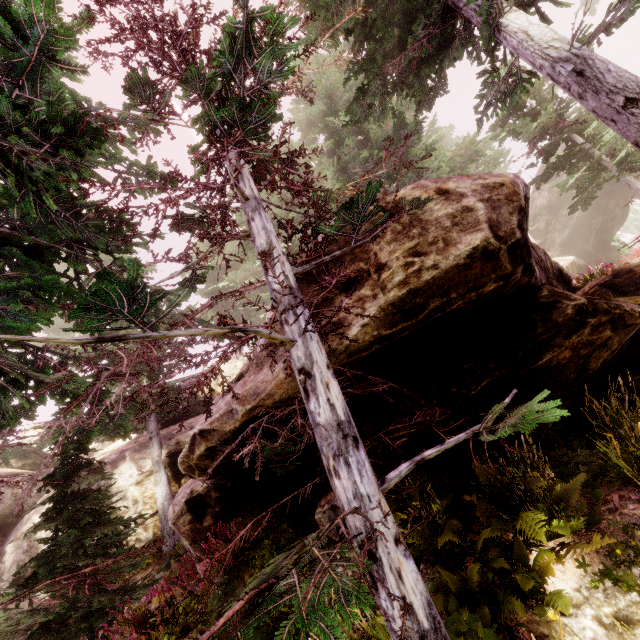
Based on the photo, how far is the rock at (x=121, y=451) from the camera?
14.2 meters

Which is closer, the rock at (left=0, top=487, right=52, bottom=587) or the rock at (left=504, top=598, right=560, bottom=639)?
the rock at (left=504, top=598, right=560, bottom=639)

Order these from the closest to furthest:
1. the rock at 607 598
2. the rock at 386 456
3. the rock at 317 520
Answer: the rock at 607 598 < the rock at 386 456 < the rock at 317 520

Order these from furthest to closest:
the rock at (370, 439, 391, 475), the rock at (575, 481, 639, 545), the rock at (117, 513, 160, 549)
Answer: the rock at (117, 513, 160, 549), the rock at (370, 439, 391, 475), the rock at (575, 481, 639, 545)

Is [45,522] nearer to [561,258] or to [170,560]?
[170,560]

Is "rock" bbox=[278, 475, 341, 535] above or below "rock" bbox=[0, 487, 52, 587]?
below
